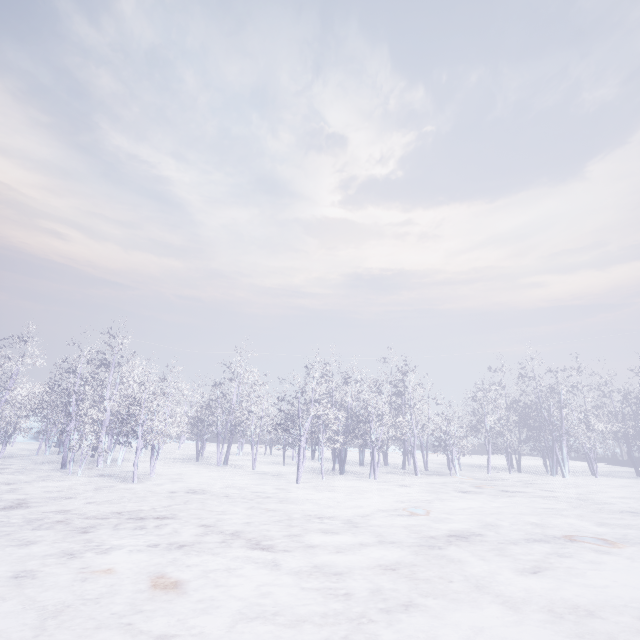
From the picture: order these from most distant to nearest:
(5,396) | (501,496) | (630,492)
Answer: (5,396)
(630,492)
(501,496)
